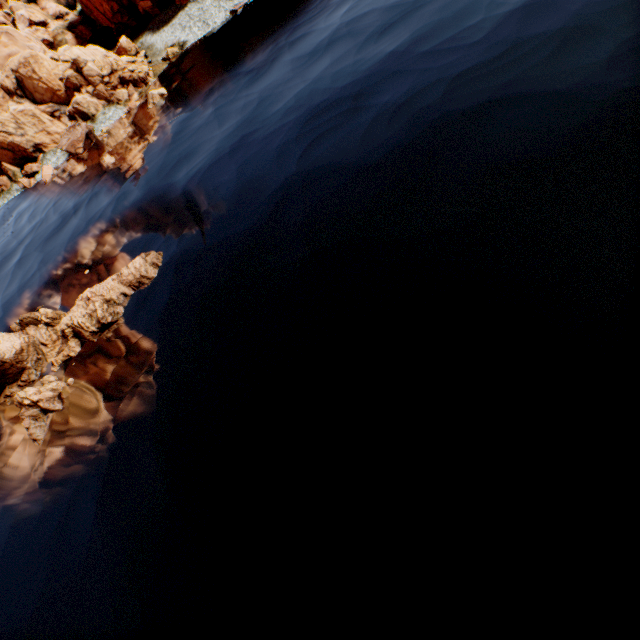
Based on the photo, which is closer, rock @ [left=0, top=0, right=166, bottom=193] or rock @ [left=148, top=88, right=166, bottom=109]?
rock @ [left=148, top=88, right=166, bottom=109]

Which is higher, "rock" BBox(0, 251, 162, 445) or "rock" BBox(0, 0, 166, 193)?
"rock" BBox(0, 0, 166, 193)

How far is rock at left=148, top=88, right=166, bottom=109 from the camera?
32.62m

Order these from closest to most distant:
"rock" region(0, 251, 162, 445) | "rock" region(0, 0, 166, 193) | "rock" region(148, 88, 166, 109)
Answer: "rock" region(0, 251, 162, 445) < "rock" region(148, 88, 166, 109) < "rock" region(0, 0, 166, 193)

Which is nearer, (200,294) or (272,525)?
(272,525)

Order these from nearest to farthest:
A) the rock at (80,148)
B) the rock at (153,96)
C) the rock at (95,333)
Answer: the rock at (95,333) → the rock at (153,96) → the rock at (80,148)

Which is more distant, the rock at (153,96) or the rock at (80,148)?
the rock at (80,148)

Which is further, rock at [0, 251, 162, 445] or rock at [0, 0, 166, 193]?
rock at [0, 0, 166, 193]
